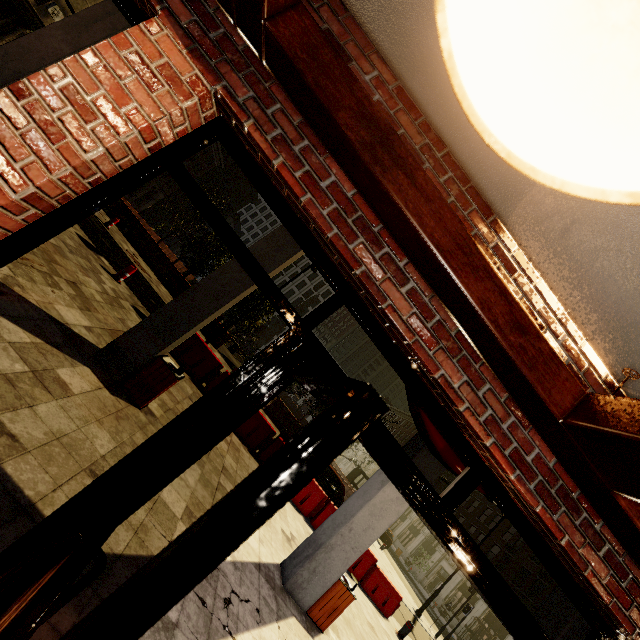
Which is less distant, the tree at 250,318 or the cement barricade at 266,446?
the cement barricade at 266,446

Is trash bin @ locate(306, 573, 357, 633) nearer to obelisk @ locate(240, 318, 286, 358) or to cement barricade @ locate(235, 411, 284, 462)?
cement barricade @ locate(235, 411, 284, 462)

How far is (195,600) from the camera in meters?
3.4

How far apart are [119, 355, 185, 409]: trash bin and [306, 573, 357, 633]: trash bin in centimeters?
450cm

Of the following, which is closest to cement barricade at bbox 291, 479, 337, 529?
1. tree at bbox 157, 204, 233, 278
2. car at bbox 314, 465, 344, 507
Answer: car at bbox 314, 465, 344, 507

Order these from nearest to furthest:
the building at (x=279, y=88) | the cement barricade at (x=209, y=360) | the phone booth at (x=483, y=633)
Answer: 1. the building at (x=279, y=88)
2. the cement barricade at (x=209, y=360)
3. the phone booth at (x=483, y=633)

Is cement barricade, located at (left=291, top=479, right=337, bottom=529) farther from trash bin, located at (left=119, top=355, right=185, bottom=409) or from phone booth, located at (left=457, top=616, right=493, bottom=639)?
phone booth, located at (left=457, top=616, right=493, bottom=639)

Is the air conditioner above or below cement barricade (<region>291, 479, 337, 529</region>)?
above
